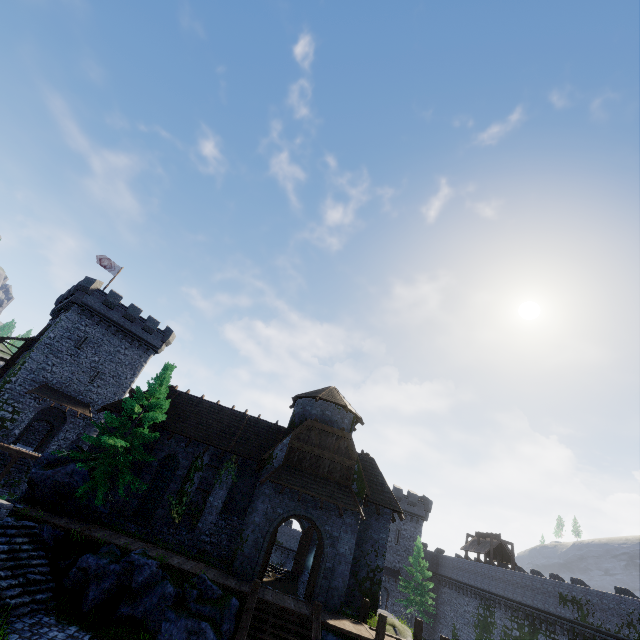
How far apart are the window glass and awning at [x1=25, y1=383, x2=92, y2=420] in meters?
17.2

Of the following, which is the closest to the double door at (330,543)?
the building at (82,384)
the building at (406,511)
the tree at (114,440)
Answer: the building at (406,511)

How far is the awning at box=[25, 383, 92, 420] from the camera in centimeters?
3097cm

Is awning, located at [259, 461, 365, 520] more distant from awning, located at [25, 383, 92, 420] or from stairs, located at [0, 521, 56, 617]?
awning, located at [25, 383, 92, 420]

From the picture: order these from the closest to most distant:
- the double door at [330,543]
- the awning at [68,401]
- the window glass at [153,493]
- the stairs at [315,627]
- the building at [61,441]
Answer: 1. the stairs at [315,627]
2. the double door at [330,543]
3. the window glass at [153,493]
4. the awning at [68,401]
5. the building at [61,441]

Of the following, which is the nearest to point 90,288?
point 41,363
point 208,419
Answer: point 41,363

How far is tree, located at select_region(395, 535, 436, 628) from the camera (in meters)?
38.28

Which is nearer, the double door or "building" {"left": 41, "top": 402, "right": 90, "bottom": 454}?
the double door
